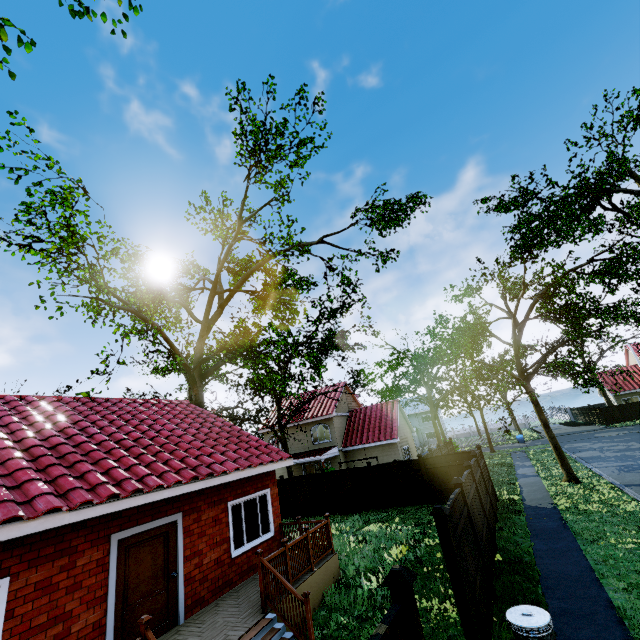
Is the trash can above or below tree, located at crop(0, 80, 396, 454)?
below

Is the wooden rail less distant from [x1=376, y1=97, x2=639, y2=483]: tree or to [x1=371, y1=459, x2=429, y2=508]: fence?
[x1=371, y1=459, x2=429, y2=508]: fence

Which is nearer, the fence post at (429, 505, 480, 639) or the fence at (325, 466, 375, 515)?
the fence post at (429, 505, 480, 639)

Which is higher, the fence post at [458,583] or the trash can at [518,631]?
the fence post at [458,583]

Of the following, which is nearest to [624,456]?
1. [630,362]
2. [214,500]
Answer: [214,500]

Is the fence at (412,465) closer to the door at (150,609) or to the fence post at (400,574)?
the fence post at (400,574)

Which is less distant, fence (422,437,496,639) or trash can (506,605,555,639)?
trash can (506,605,555,639)

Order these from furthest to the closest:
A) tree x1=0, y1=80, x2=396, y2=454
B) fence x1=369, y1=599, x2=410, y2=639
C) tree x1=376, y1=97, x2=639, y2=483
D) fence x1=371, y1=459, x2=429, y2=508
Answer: fence x1=371, y1=459, x2=429, y2=508
tree x1=376, y1=97, x2=639, y2=483
tree x1=0, y1=80, x2=396, y2=454
fence x1=369, y1=599, x2=410, y2=639
